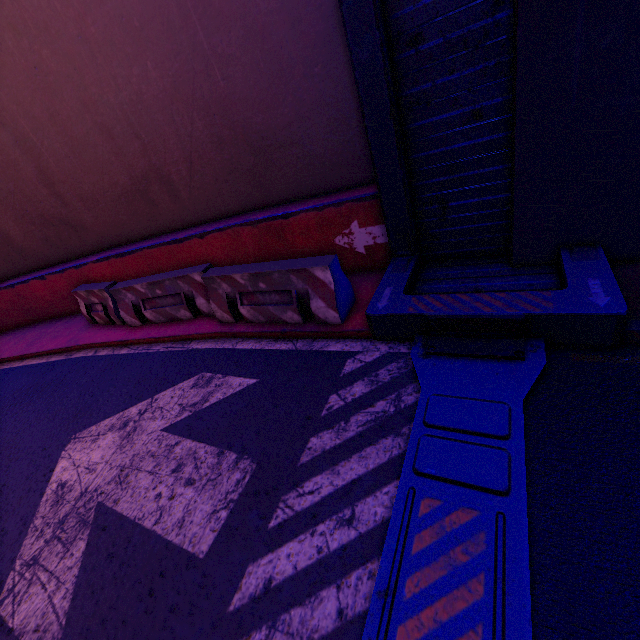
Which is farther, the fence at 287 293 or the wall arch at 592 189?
the fence at 287 293

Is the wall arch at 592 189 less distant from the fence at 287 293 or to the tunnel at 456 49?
the tunnel at 456 49

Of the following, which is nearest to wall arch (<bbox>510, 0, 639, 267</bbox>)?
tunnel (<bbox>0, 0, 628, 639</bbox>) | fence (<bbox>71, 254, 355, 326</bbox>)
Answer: tunnel (<bbox>0, 0, 628, 639</bbox>)

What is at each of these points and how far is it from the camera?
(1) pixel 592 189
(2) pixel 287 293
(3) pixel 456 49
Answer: (1) wall arch, 3.4m
(2) fence, 4.8m
(3) tunnel, 3.4m

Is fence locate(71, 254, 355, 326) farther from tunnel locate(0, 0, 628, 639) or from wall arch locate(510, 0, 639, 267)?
wall arch locate(510, 0, 639, 267)

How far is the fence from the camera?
4.48m

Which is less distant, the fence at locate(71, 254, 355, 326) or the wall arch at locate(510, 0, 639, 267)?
the wall arch at locate(510, 0, 639, 267)
